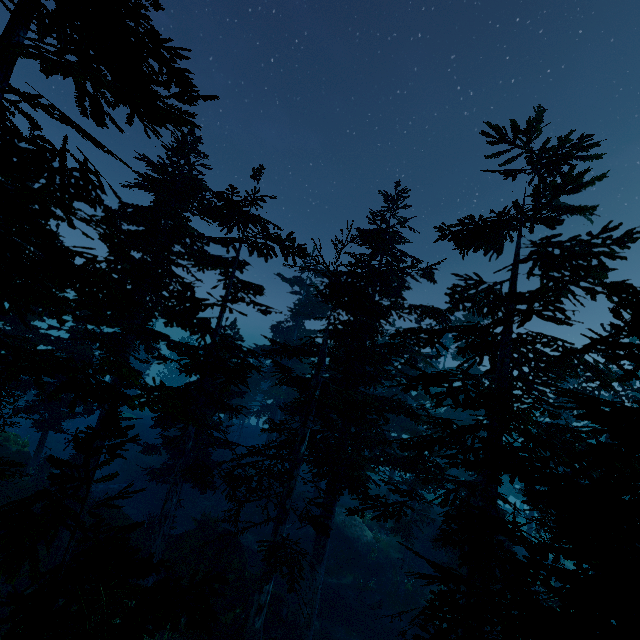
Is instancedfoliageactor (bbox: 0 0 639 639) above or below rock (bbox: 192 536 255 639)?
above

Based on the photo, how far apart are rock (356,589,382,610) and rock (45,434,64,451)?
34.28m

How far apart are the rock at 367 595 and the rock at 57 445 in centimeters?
3428cm

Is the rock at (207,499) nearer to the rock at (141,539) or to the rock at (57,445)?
the rock at (141,539)

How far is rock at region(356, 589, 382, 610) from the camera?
22.0 meters

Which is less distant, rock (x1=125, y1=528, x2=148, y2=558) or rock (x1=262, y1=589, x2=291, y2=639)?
rock (x1=262, y1=589, x2=291, y2=639)

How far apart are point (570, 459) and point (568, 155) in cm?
1369

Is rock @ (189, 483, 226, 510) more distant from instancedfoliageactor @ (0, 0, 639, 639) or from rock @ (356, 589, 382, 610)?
rock @ (356, 589, 382, 610)
